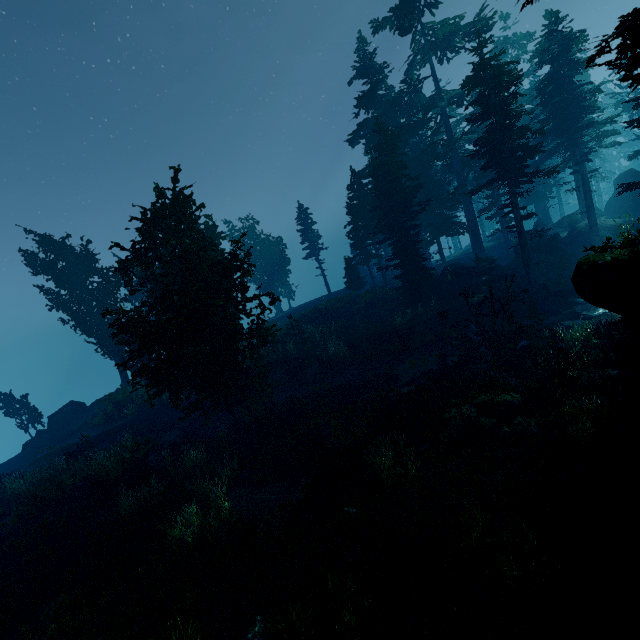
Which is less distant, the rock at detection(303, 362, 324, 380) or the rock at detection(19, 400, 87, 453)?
the rock at detection(303, 362, 324, 380)

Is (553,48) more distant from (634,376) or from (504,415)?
(504,415)

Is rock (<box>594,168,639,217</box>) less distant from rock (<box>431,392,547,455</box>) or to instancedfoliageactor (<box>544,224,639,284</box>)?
instancedfoliageactor (<box>544,224,639,284</box>)

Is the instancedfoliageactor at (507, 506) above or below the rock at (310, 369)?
below

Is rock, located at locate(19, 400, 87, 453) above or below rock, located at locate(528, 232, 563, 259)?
below

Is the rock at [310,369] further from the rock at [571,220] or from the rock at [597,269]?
the rock at [571,220]

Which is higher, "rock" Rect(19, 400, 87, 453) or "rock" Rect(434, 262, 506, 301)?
"rock" Rect(434, 262, 506, 301)

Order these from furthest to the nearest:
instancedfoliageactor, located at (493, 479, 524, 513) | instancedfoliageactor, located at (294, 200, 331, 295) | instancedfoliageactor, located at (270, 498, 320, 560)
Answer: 1. instancedfoliageactor, located at (294, 200, 331, 295)
2. instancedfoliageactor, located at (270, 498, 320, 560)
3. instancedfoliageactor, located at (493, 479, 524, 513)
